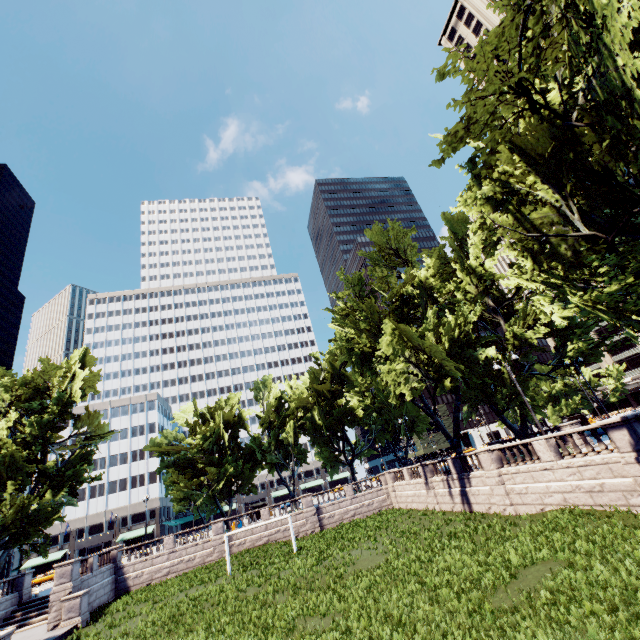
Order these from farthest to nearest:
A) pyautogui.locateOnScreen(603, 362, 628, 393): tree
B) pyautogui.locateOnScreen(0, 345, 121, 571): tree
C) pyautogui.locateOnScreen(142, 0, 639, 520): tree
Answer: pyautogui.locateOnScreen(603, 362, 628, 393): tree < pyautogui.locateOnScreen(0, 345, 121, 571): tree < pyautogui.locateOnScreen(142, 0, 639, 520): tree

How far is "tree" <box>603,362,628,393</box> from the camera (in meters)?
58.62

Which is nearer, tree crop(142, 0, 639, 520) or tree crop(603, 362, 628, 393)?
tree crop(142, 0, 639, 520)

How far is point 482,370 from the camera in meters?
26.9

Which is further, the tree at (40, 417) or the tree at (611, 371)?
the tree at (611, 371)
